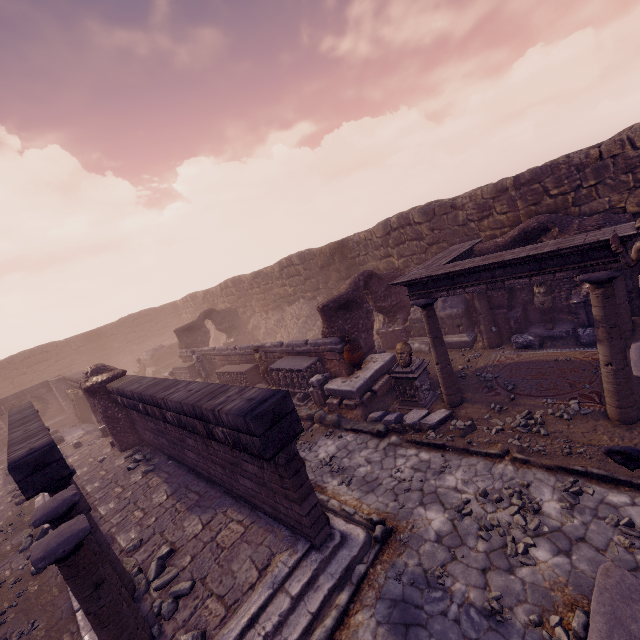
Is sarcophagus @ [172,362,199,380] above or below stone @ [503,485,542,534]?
above

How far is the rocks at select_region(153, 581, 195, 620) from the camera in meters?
4.9

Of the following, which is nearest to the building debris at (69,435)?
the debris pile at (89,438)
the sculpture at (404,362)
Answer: the debris pile at (89,438)

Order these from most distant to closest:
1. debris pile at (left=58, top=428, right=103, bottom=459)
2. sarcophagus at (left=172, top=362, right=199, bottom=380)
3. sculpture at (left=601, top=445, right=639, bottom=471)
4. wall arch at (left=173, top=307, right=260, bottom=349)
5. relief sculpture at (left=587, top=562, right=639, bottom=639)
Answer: wall arch at (left=173, top=307, right=260, bottom=349)
sarcophagus at (left=172, top=362, right=199, bottom=380)
debris pile at (left=58, top=428, right=103, bottom=459)
relief sculpture at (left=587, top=562, right=639, bottom=639)
sculpture at (left=601, top=445, right=639, bottom=471)

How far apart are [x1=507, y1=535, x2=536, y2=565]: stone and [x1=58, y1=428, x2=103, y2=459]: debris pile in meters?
14.7

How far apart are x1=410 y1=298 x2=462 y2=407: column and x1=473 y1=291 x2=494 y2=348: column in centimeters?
306cm

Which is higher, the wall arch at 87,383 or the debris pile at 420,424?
the wall arch at 87,383

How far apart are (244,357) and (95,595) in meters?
12.0
